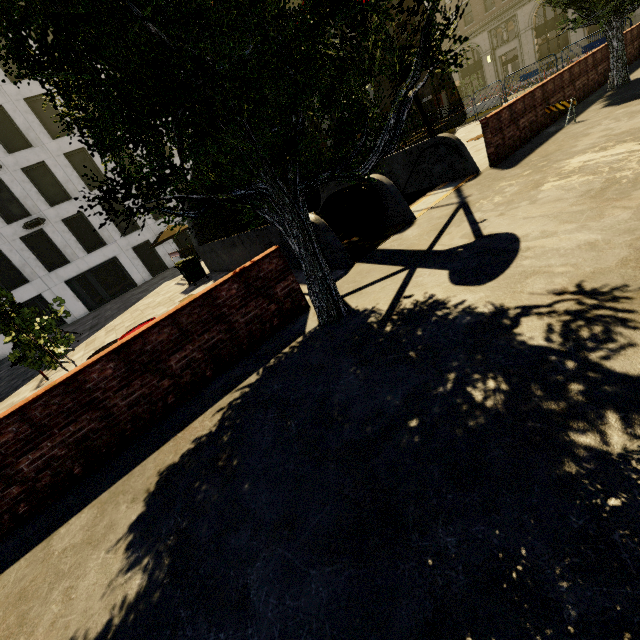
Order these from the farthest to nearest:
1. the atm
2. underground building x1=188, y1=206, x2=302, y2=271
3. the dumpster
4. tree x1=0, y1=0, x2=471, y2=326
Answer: the atm, the dumpster, underground building x1=188, y1=206, x2=302, y2=271, tree x1=0, y1=0, x2=471, y2=326

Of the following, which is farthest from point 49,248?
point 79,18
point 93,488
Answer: point 79,18

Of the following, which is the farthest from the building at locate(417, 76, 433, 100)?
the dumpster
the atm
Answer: the dumpster

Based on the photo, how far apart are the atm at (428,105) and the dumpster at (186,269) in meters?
41.7

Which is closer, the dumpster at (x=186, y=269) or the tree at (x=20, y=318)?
the tree at (x=20, y=318)

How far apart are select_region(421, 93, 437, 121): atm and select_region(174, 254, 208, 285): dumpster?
41.7m

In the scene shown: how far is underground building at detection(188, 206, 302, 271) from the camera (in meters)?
8.52

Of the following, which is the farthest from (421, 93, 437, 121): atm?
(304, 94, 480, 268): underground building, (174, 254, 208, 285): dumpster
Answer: (174, 254, 208, 285): dumpster
